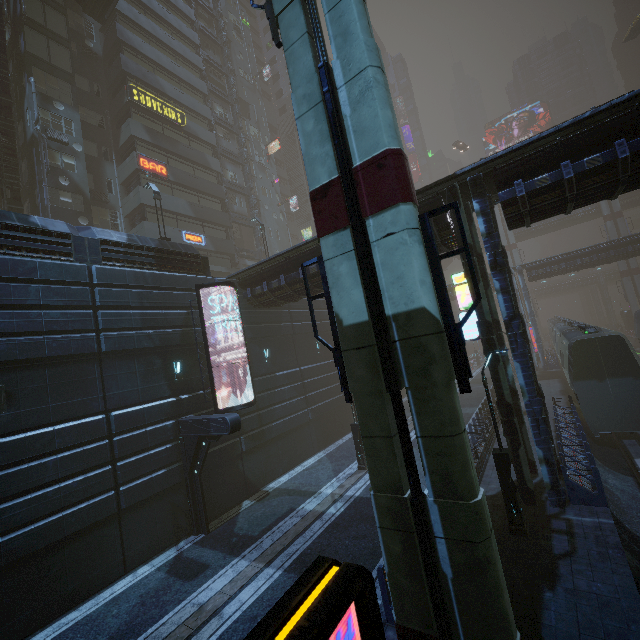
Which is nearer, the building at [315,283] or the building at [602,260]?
the building at [315,283]

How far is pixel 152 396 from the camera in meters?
14.0

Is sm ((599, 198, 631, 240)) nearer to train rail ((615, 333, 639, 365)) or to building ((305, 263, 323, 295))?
train rail ((615, 333, 639, 365))

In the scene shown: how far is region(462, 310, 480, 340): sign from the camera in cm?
1457

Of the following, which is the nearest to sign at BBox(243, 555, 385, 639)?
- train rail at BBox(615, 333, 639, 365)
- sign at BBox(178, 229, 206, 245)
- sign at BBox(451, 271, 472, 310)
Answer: train rail at BBox(615, 333, 639, 365)

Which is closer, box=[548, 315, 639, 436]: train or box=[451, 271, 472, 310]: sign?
box=[451, 271, 472, 310]: sign

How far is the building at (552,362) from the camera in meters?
35.4

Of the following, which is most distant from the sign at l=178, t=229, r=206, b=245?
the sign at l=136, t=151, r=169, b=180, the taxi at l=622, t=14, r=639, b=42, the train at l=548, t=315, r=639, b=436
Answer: the taxi at l=622, t=14, r=639, b=42
